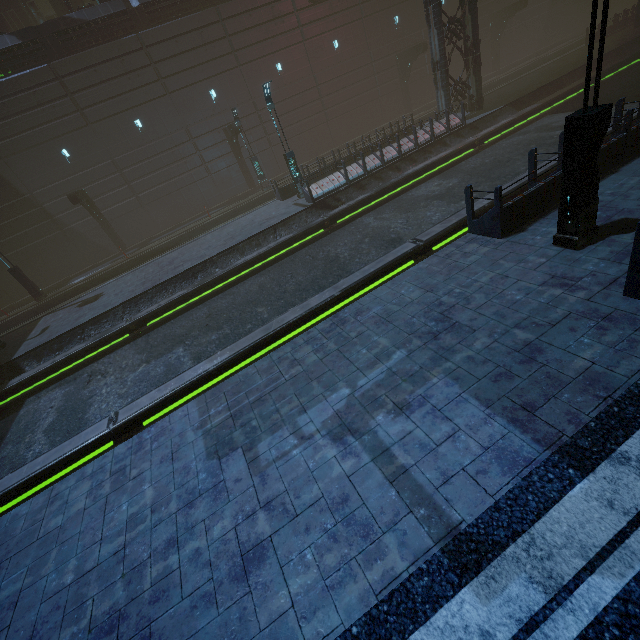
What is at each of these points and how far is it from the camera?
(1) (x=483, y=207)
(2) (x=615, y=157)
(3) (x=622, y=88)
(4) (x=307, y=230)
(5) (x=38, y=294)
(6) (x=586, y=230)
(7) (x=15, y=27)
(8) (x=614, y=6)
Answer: (1) train rail, 10.5m
(2) building, 8.7m
(3) train rail, 17.9m
(4) train rail, 15.2m
(5) street light, 21.3m
(6) street light, 6.5m
(7) building, 26.8m
(8) building, 39.0m

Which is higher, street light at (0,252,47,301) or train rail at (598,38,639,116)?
street light at (0,252,47,301)

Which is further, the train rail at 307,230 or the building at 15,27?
the building at 15,27

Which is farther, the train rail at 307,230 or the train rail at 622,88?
the train rail at 622,88

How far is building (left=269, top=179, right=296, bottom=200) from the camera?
19.8m

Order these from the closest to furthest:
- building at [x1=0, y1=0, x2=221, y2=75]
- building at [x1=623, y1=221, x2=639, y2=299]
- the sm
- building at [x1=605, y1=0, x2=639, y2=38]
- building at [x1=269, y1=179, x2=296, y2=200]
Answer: building at [x1=623, y1=221, x2=639, y2=299] < building at [x1=269, y1=179, x2=296, y2=200] < building at [x1=0, y1=0, x2=221, y2=75] < the sm < building at [x1=605, y1=0, x2=639, y2=38]

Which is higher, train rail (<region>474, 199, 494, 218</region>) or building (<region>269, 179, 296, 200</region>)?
building (<region>269, 179, 296, 200</region>)
